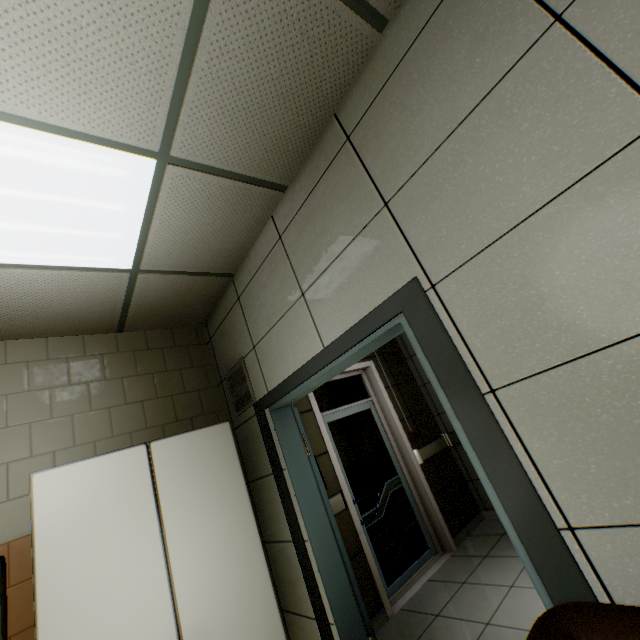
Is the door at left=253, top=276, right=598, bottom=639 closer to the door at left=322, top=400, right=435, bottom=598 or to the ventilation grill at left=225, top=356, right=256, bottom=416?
the ventilation grill at left=225, top=356, right=256, bottom=416

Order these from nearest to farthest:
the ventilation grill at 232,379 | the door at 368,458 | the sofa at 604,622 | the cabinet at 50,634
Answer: the sofa at 604,622, the cabinet at 50,634, the ventilation grill at 232,379, the door at 368,458

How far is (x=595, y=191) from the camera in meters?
1.0

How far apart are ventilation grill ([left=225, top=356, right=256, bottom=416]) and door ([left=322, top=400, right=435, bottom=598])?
1.3 meters

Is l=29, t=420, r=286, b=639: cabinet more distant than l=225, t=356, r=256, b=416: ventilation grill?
No

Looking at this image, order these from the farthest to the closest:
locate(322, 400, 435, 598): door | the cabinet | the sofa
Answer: locate(322, 400, 435, 598): door, the cabinet, the sofa

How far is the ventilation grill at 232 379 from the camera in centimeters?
277cm

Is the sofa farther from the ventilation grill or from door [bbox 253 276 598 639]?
the ventilation grill
